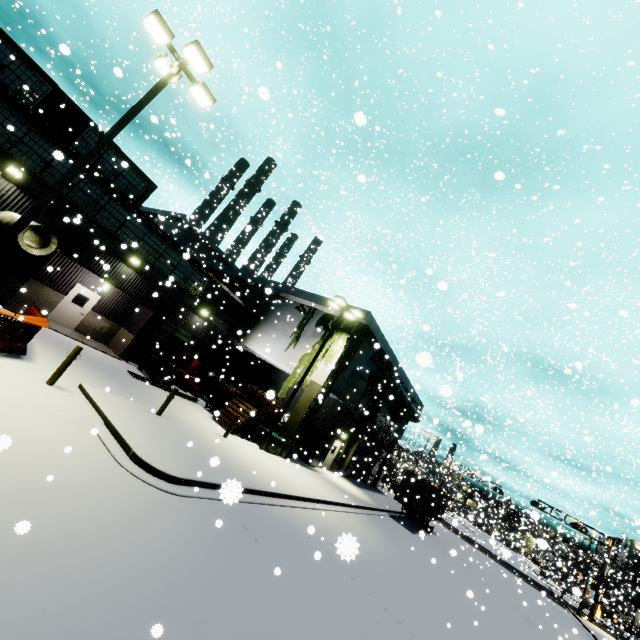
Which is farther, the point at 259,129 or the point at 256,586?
the point at 259,129

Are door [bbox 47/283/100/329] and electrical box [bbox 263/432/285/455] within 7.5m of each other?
no

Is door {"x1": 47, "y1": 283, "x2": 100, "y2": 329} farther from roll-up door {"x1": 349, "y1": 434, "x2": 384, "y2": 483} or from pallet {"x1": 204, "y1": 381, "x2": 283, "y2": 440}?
roll-up door {"x1": 349, "y1": 434, "x2": 384, "y2": 483}

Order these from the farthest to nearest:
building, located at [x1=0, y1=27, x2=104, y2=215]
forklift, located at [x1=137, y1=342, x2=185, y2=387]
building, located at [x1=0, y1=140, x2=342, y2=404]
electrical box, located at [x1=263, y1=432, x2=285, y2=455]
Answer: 1. forklift, located at [x1=137, y1=342, x2=185, y2=387]
2. electrical box, located at [x1=263, y1=432, x2=285, y2=455]
3. building, located at [x1=0, y1=140, x2=342, y2=404]
4. building, located at [x1=0, y1=27, x2=104, y2=215]

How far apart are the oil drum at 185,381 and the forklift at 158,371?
1.91m

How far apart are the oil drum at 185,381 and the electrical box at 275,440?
6.3m

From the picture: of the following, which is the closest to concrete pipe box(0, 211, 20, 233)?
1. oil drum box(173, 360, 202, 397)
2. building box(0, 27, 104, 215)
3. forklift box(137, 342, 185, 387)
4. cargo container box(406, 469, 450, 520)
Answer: building box(0, 27, 104, 215)

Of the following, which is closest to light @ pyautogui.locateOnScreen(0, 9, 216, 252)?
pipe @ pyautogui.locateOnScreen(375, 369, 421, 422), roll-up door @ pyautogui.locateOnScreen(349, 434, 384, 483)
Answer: pipe @ pyautogui.locateOnScreen(375, 369, 421, 422)
